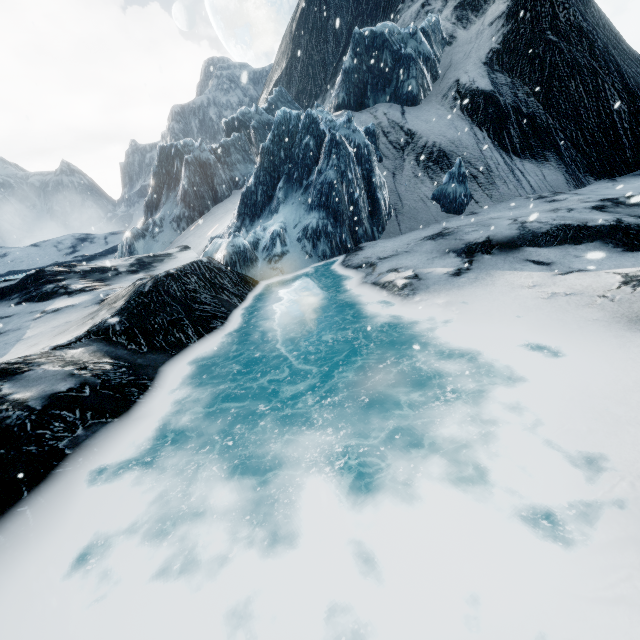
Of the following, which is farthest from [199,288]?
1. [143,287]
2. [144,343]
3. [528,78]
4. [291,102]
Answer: [291,102]
